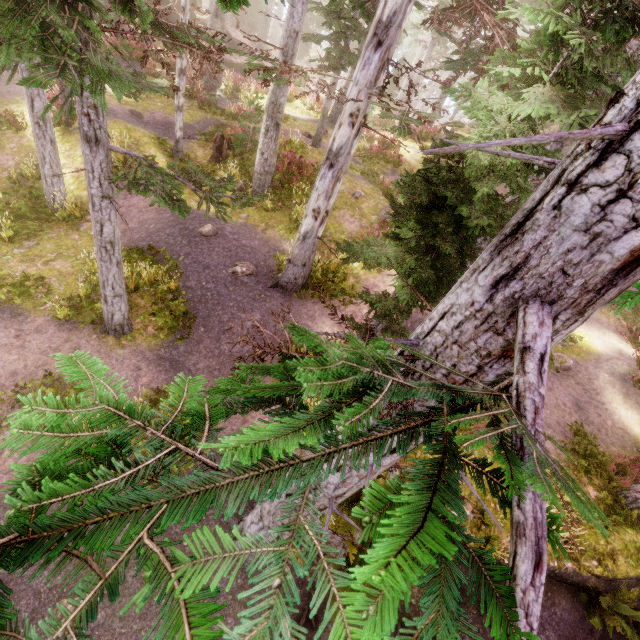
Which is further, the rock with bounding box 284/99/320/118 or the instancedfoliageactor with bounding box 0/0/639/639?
the rock with bounding box 284/99/320/118

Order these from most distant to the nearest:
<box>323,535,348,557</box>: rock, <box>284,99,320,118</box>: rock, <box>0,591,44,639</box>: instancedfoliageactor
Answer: <box>284,99,320,118</box>: rock < <box>323,535,348,557</box>: rock < <box>0,591,44,639</box>: instancedfoliageactor

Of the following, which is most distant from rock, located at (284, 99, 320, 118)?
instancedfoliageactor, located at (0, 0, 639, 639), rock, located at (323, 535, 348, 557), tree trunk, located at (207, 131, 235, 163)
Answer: rock, located at (323, 535, 348, 557)

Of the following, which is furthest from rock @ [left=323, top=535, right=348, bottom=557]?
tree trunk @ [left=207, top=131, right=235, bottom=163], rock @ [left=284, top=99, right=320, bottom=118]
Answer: rock @ [left=284, top=99, right=320, bottom=118]

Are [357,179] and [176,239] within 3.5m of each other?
no

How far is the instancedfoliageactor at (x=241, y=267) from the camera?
10.97m

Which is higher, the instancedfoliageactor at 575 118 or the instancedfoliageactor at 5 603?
the instancedfoliageactor at 5 603

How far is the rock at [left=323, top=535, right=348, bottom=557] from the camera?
6.68m
